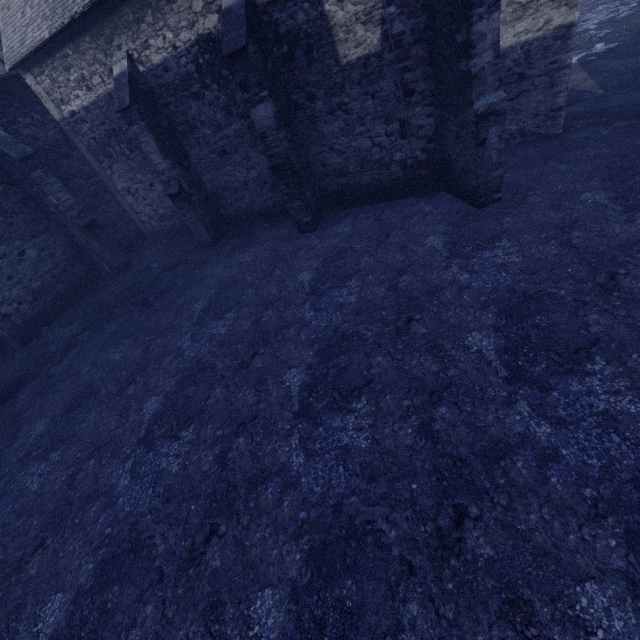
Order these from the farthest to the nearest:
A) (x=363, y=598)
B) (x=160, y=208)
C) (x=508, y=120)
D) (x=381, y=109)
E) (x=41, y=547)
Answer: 1. (x=160, y=208)
2. (x=508, y=120)
3. (x=381, y=109)
4. (x=41, y=547)
5. (x=363, y=598)
